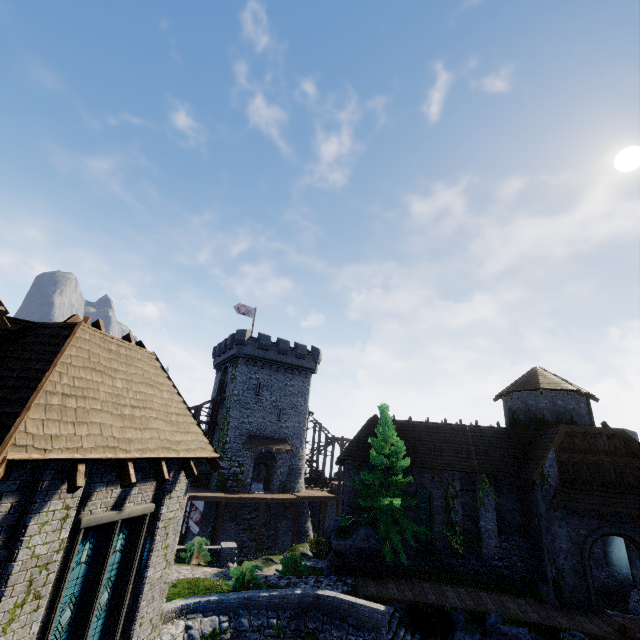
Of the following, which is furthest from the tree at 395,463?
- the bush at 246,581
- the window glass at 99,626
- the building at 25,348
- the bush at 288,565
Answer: the window glass at 99,626

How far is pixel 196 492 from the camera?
30.1 meters

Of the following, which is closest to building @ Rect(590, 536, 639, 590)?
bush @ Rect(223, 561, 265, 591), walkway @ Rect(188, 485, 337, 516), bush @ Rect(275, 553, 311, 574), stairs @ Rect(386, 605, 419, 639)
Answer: bush @ Rect(275, 553, 311, 574)

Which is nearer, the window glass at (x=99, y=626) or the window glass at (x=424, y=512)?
the window glass at (x=99, y=626)

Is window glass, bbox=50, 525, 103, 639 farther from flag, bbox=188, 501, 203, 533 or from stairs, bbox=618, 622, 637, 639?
flag, bbox=188, 501, 203, 533

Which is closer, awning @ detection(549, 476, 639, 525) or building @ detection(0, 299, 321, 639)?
building @ detection(0, 299, 321, 639)

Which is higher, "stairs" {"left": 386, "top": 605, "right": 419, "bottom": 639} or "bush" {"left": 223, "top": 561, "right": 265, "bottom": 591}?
"bush" {"left": 223, "top": 561, "right": 265, "bottom": 591}

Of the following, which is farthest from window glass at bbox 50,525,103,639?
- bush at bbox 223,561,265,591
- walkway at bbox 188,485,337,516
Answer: walkway at bbox 188,485,337,516
